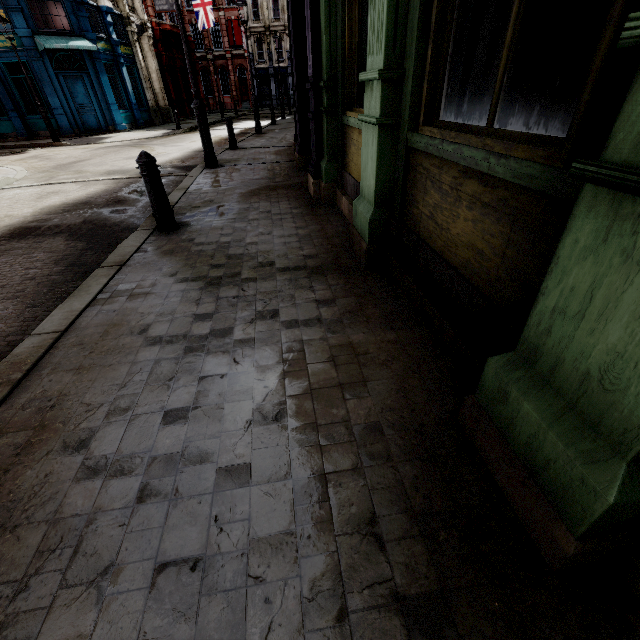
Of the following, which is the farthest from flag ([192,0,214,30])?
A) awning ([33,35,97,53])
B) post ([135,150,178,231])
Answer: post ([135,150,178,231])

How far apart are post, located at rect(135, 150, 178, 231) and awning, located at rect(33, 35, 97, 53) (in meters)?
19.05

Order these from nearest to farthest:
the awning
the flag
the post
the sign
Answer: the post, the awning, the sign, the flag

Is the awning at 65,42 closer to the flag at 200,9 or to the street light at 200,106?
the street light at 200,106

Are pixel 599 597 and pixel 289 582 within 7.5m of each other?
yes

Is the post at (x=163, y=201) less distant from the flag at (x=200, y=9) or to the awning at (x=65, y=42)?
the awning at (x=65, y=42)

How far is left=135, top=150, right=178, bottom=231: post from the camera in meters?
4.0 m

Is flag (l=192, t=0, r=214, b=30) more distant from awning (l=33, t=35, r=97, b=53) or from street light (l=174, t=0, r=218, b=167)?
street light (l=174, t=0, r=218, b=167)
